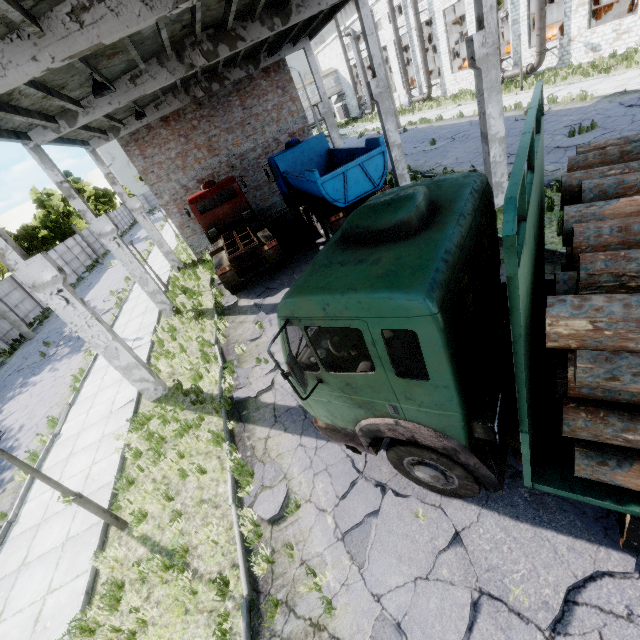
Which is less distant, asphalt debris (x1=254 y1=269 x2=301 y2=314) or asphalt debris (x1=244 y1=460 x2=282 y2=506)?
asphalt debris (x1=244 y1=460 x2=282 y2=506)

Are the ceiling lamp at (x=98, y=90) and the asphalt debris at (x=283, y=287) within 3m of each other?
no

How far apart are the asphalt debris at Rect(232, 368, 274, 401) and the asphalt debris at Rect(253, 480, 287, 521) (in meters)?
1.94

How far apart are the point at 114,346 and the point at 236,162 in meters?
15.3

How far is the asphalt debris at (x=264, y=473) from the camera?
6.0m

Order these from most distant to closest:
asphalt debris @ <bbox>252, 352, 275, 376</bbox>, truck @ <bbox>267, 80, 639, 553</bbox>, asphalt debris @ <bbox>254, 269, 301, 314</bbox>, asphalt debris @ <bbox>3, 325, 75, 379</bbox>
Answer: asphalt debris @ <bbox>3, 325, 75, 379</bbox> < asphalt debris @ <bbox>254, 269, 301, 314</bbox> < asphalt debris @ <bbox>252, 352, 275, 376</bbox> < truck @ <bbox>267, 80, 639, 553</bbox>

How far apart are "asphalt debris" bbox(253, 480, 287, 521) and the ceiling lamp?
10.3m
